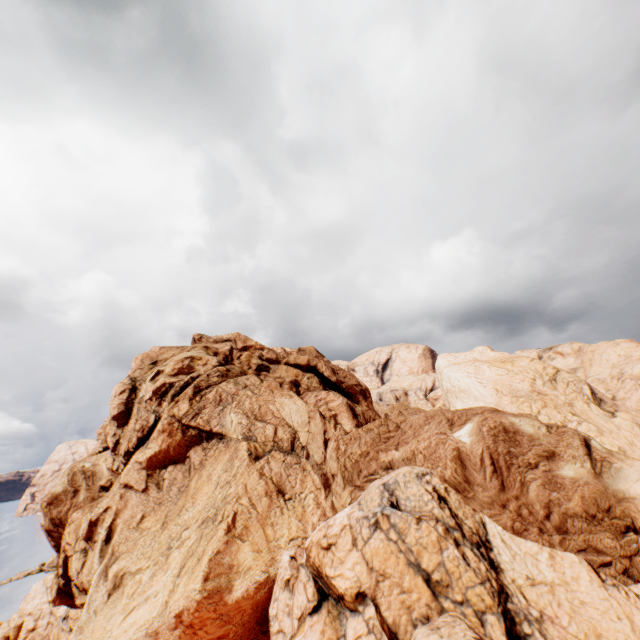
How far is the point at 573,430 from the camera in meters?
22.4 m
